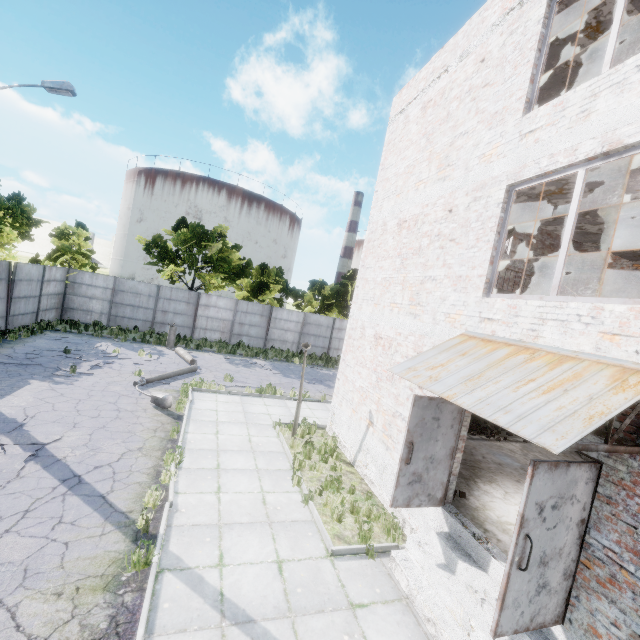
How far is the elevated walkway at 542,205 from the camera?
6.4 meters

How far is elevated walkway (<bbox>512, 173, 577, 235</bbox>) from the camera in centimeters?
641cm

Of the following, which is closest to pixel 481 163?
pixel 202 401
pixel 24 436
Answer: pixel 202 401

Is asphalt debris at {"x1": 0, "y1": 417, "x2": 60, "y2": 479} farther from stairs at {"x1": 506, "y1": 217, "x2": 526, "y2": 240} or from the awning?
stairs at {"x1": 506, "y1": 217, "x2": 526, "y2": 240}

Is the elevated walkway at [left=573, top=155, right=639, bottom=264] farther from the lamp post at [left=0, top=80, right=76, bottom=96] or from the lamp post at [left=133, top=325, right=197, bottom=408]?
the lamp post at [left=0, top=80, right=76, bottom=96]

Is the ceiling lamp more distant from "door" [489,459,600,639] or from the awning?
"door" [489,459,600,639]

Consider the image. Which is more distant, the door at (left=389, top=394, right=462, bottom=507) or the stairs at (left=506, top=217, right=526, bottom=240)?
the stairs at (left=506, top=217, right=526, bottom=240)

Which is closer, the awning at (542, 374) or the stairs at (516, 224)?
the awning at (542, 374)
